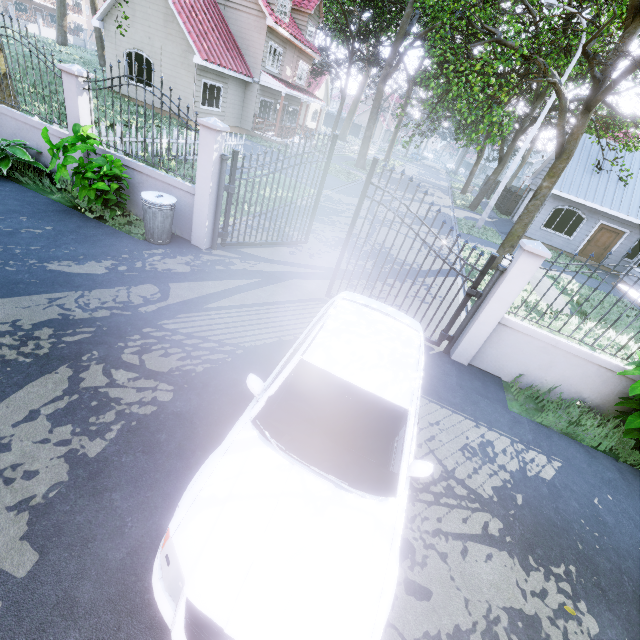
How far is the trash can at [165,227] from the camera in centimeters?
636cm

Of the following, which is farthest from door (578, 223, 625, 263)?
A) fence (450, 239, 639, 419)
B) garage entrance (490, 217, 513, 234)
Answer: fence (450, 239, 639, 419)

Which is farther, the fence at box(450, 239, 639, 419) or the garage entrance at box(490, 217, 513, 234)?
the garage entrance at box(490, 217, 513, 234)

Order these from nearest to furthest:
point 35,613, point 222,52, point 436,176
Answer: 1. point 35,613
2. point 222,52
3. point 436,176

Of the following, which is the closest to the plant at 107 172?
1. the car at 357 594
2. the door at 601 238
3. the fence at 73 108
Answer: the fence at 73 108

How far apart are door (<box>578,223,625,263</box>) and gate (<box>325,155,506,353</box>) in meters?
19.5 m

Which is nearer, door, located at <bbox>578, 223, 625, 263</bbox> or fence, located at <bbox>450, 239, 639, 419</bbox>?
fence, located at <bbox>450, 239, 639, 419</bbox>

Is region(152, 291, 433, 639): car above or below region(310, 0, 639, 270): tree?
below
